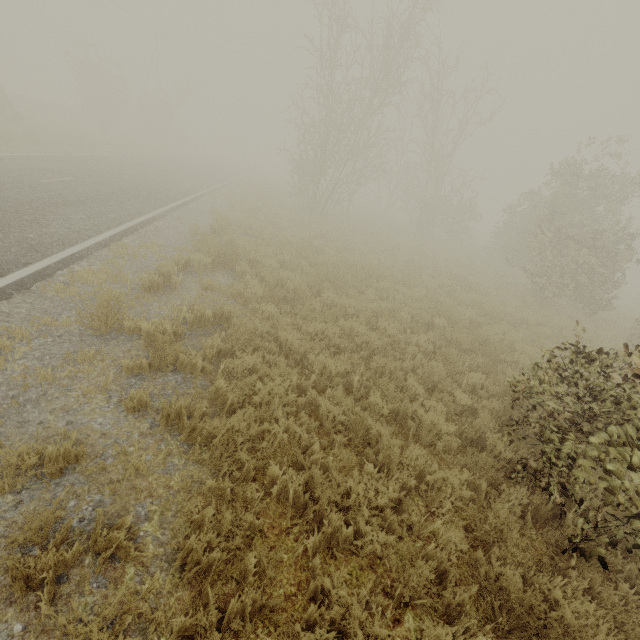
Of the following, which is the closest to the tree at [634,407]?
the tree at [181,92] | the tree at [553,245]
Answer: the tree at [553,245]

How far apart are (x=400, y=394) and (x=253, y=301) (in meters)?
3.97

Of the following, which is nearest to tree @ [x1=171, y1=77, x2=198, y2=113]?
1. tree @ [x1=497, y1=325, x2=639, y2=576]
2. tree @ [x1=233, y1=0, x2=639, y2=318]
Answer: tree @ [x1=233, y1=0, x2=639, y2=318]

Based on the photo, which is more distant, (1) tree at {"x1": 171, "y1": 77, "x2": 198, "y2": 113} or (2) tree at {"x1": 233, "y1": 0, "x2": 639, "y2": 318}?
(1) tree at {"x1": 171, "y1": 77, "x2": 198, "y2": 113}

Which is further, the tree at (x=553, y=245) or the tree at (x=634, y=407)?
the tree at (x=553, y=245)

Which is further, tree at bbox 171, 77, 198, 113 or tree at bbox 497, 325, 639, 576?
tree at bbox 171, 77, 198, 113

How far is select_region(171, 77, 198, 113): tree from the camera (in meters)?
38.37
